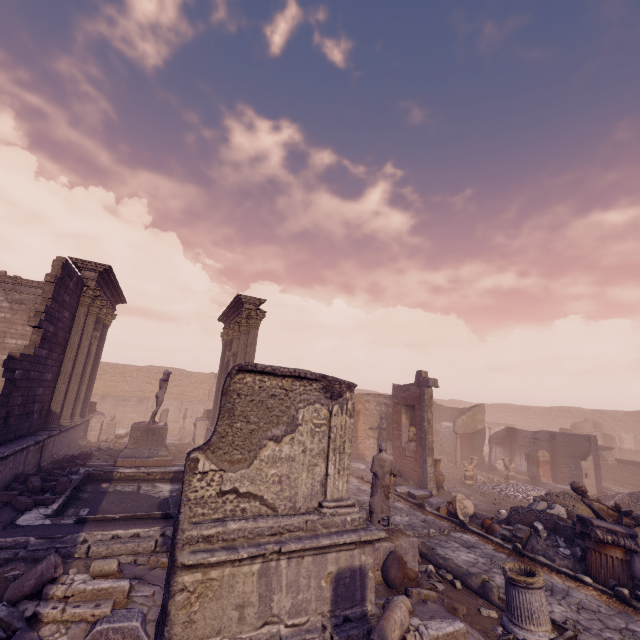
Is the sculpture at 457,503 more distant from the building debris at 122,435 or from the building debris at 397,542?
the building debris at 122,435

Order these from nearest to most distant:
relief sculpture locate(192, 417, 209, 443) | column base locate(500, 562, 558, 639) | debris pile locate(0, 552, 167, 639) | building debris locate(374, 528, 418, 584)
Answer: debris pile locate(0, 552, 167, 639) → column base locate(500, 562, 558, 639) → building debris locate(374, 528, 418, 584) → relief sculpture locate(192, 417, 209, 443)

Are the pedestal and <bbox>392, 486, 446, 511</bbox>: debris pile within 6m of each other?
no

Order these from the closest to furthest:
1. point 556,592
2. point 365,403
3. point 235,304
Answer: point 556,592
point 235,304
point 365,403

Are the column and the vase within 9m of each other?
no

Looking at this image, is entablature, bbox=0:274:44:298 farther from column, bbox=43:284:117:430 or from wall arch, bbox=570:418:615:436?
wall arch, bbox=570:418:615:436

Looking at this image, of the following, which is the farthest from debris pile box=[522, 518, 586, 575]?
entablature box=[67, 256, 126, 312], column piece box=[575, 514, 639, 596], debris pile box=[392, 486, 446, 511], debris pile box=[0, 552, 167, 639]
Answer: entablature box=[67, 256, 126, 312]

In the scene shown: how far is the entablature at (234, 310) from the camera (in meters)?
15.34
